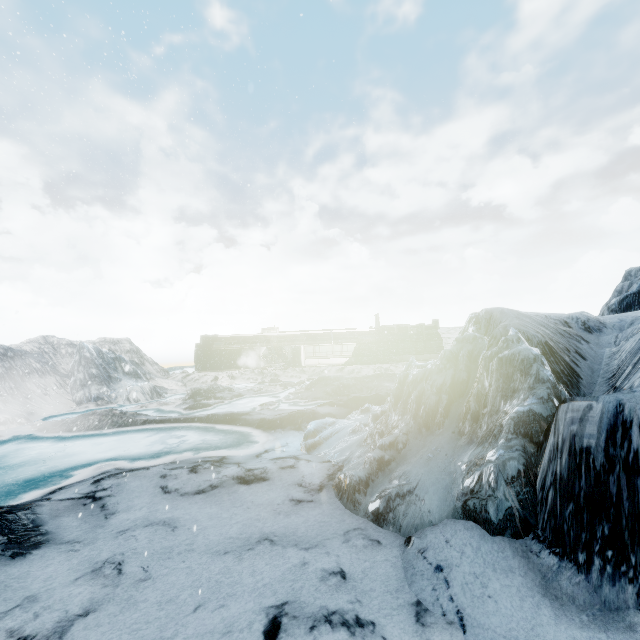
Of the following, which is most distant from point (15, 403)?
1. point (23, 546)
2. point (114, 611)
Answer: point (114, 611)
